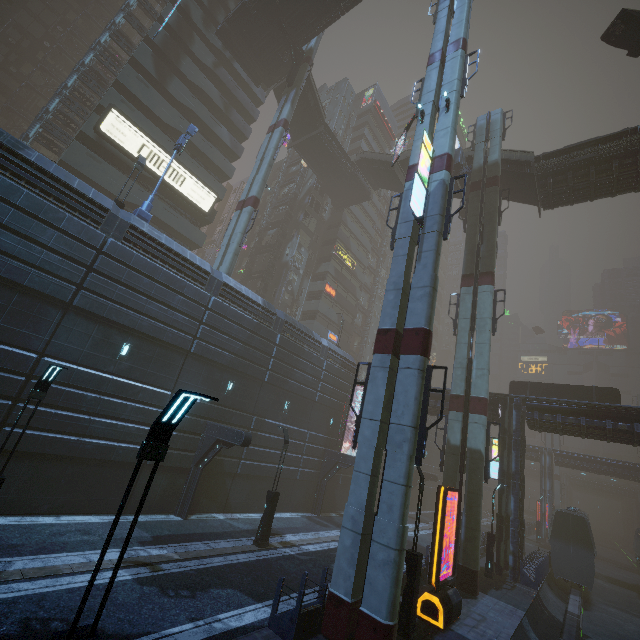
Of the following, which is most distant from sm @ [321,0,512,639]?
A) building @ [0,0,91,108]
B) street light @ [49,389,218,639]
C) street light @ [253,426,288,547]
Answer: street light @ [49,389,218,639]

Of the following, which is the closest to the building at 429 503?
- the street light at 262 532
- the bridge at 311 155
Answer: the bridge at 311 155

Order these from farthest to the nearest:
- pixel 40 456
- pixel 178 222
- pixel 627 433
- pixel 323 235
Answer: pixel 323 235, pixel 178 222, pixel 627 433, pixel 40 456

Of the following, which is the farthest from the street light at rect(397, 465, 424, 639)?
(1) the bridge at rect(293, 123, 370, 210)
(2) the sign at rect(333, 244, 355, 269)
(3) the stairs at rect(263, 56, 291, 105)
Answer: (1) the bridge at rect(293, 123, 370, 210)

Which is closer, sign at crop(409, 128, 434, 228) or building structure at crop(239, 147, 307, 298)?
sign at crop(409, 128, 434, 228)

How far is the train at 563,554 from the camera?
24.3 meters

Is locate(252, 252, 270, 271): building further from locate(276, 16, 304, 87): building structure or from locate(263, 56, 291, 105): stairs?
locate(263, 56, 291, 105): stairs

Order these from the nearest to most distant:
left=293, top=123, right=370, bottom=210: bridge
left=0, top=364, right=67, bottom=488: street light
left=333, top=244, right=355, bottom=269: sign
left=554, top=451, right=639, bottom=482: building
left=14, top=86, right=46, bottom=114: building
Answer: left=0, top=364, right=67, bottom=488: street light, left=293, top=123, right=370, bottom=210: bridge, left=554, top=451, right=639, bottom=482: building, left=14, top=86, right=46, bottom=114: building, left=333, top=244, right=355, bottom=269: sign
